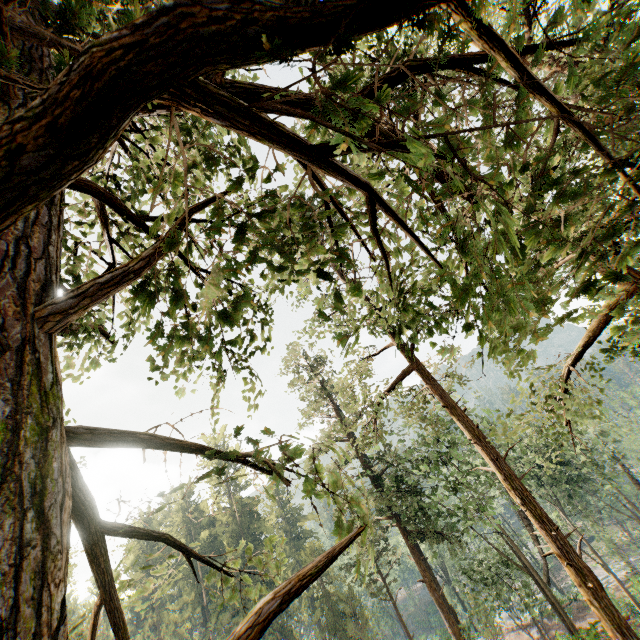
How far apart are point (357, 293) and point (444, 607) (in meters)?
30.50
